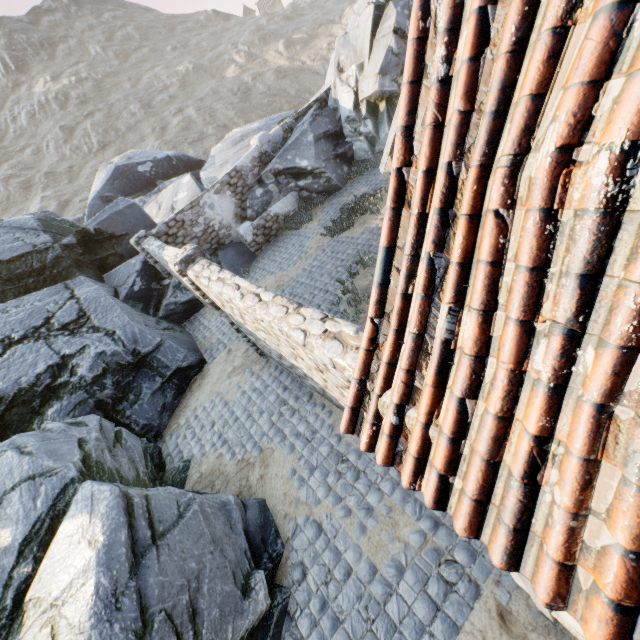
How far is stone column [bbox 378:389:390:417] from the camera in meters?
2.0 m

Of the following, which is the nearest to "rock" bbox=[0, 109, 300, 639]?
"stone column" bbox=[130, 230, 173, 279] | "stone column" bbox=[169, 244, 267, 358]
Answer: "stone column" bbox=[130, 230, 173, 279]

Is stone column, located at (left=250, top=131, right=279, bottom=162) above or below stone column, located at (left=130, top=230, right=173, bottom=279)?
below

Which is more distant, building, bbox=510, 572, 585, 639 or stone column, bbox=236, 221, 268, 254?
stone column, bbox=236, 221, 268, 254

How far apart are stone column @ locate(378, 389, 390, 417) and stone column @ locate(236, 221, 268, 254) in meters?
11.9

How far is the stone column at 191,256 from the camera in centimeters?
657cm

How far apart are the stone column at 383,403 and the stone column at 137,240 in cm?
1175

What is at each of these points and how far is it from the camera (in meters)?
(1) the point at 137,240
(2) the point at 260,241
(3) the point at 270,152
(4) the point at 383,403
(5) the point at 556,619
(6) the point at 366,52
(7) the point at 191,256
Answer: (1) stone column, 11.14
(2) stone column, 13.29
(3) stone column, 13.52
(4) stone column, 2.04
(5) building, 2.96
(6) rock, 12.73
(7) stone column, 6.60
